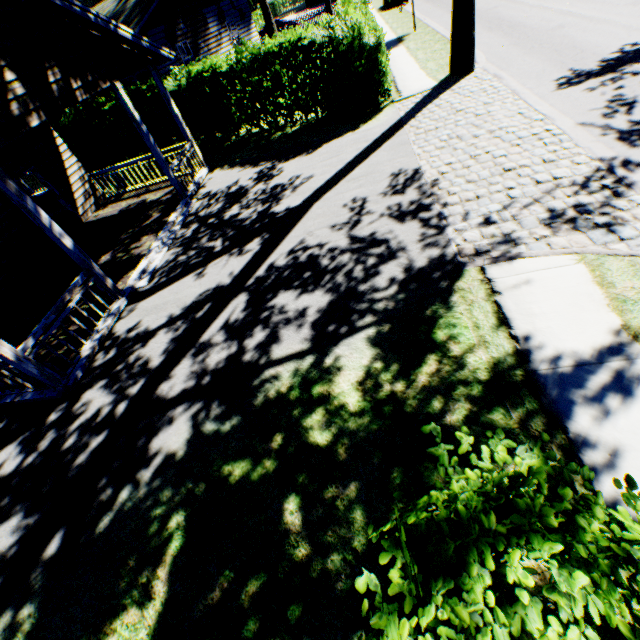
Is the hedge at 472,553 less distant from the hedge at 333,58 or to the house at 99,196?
the house at 99,196

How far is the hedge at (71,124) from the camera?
15.2 meters

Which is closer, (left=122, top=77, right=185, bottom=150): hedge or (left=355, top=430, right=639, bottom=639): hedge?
(left=355, top=430, right=639, bottom=639): hedge

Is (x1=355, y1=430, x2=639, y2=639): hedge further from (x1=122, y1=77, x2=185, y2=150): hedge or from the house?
(x1=122, y1=77, x2=185, y2=150): hedge

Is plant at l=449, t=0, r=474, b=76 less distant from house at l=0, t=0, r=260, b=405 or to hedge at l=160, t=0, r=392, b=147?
house at l=0, t=0, r=260, b=405

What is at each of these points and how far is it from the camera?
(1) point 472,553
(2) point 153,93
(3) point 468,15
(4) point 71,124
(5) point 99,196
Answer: (1) hedge, 1.4 meters
(2) hedge, 13.9 meters
(3) plant, 10.8 meters
(4) hedge, 15.8 meters
(5) house, 13.7 meters

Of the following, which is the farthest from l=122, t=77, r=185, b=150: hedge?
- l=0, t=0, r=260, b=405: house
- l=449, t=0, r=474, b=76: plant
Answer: l=449, t=0, r=474, b=76: plant
